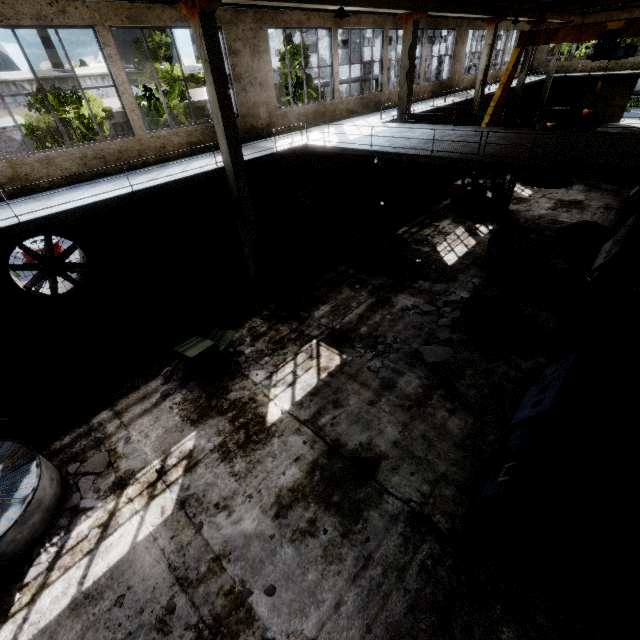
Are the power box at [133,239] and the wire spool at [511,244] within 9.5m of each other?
no

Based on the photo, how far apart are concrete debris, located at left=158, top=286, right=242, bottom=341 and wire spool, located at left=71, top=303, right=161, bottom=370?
0.02m

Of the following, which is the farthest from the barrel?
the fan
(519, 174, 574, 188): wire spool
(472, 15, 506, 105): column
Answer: (472, 15, 506, 105): column

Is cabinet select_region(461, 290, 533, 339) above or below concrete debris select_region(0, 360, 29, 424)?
above

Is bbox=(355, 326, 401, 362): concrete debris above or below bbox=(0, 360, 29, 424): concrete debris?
below

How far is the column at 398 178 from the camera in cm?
1666

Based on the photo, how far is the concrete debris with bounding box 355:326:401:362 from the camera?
8.7m

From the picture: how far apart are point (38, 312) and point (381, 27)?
19.66m
